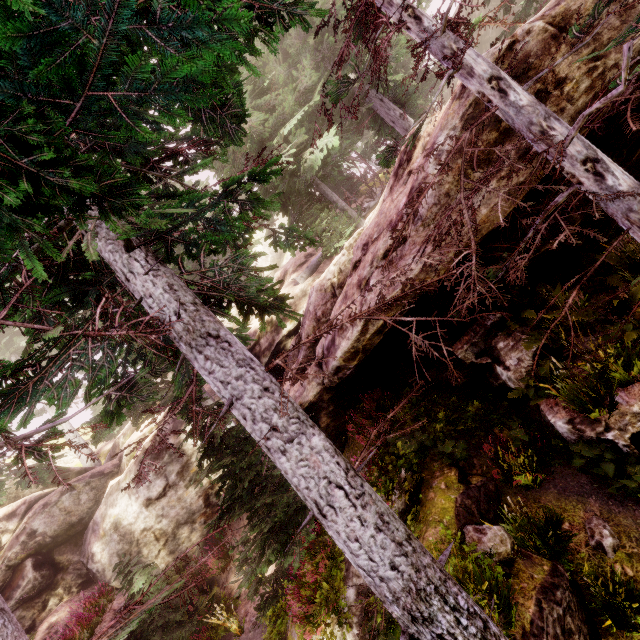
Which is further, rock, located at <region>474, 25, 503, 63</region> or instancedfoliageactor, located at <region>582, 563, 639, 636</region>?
rock, located at <region>474, 25, 503, 63</region>

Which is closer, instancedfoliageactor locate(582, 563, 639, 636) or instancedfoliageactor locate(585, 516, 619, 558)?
instancedfoliageactor locate(582, 563, 639, 636)

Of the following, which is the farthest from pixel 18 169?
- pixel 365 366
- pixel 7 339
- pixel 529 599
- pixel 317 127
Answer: pixel 7 339

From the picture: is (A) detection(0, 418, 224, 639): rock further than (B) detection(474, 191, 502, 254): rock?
Yes

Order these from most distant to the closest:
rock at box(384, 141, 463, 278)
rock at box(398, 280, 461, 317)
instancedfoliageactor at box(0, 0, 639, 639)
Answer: rock at box(398, 280, 461, 317)
rock at box(384, 141, 463, 278)
instancedfoliageactor at box(0, 0, 639, 639)

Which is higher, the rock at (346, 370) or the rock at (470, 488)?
the rock at (346, 370)

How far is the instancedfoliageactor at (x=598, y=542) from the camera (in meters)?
4.98

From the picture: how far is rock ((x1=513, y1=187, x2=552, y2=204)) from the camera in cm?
512
